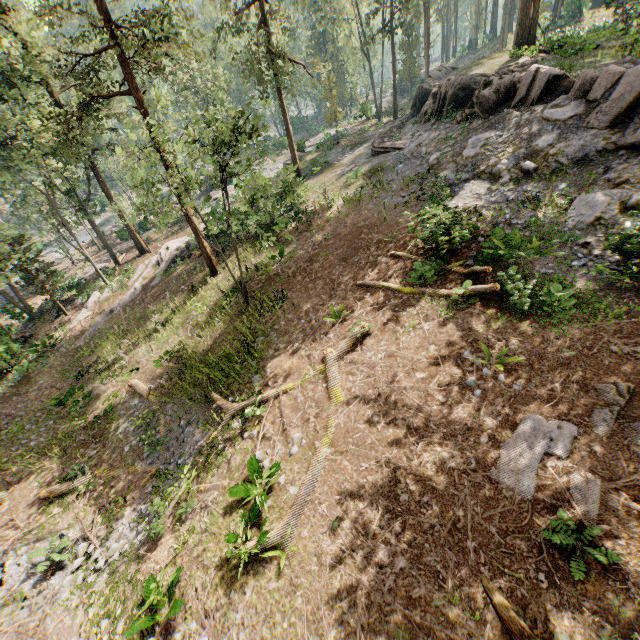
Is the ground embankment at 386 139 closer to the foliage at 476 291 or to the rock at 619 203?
the rock at 619 203

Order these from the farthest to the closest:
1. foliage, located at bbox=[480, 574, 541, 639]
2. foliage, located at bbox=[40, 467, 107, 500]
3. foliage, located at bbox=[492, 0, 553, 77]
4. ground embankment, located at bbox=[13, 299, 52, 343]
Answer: ground embankment, located at bbox=[13, 299, 52, 343], foliage, located at bbox=[492, 0, 553, 77], foliage, located at bbox=[40, 467, 107, 500], foliage, located at bbox=[480, 574, 541, 639]

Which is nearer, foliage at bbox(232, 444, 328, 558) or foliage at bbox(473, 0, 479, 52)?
foliage at bbox(232, 444, 328, 558)

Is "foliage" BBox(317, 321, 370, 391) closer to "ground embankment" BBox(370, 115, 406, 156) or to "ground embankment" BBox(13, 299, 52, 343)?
"ground embankment" BBox(13, 299, 52, 343)

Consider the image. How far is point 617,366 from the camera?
7.6 meters

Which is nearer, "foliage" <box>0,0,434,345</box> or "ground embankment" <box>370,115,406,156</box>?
"foliage" <box>0,0,434,345</box>

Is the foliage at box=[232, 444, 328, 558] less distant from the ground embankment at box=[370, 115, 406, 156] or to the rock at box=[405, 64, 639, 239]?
the rock at box=[405, 64, 639, 239]

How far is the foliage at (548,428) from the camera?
6.6m
